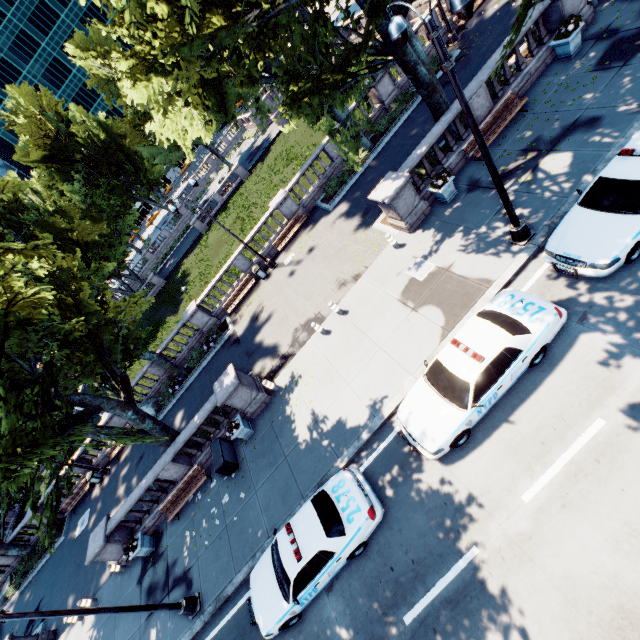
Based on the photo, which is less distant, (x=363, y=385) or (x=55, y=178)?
(x=363, y=385)

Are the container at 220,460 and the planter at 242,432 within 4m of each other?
yes

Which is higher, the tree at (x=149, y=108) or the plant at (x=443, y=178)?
the tree at (x=149, y=108)

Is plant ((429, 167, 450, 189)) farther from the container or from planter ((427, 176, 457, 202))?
the container

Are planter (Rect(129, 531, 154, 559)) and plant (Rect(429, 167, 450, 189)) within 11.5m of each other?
no

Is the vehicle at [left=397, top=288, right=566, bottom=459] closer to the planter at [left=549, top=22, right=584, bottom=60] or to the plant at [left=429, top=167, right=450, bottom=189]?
the plant at [left=429, top=167, right=450, bottom=189]

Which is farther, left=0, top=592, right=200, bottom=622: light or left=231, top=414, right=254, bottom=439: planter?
left=231, top=414, right=254, bottom=439: planter

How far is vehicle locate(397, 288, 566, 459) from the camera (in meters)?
8.05
